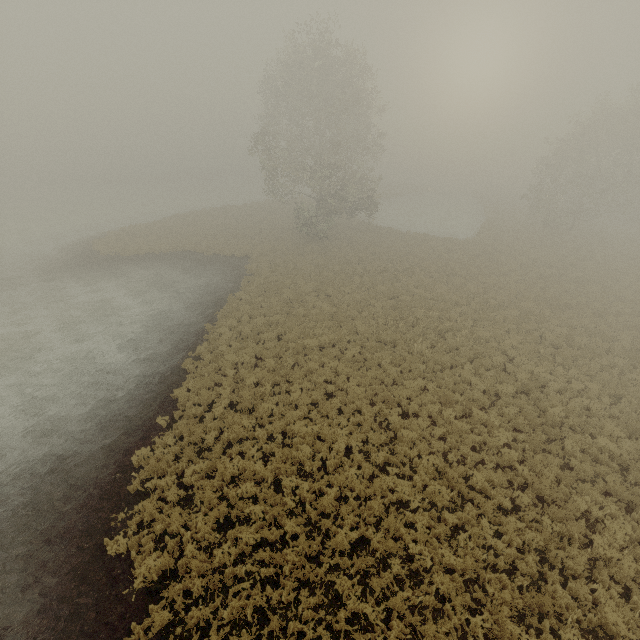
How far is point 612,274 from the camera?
27.3 meters
